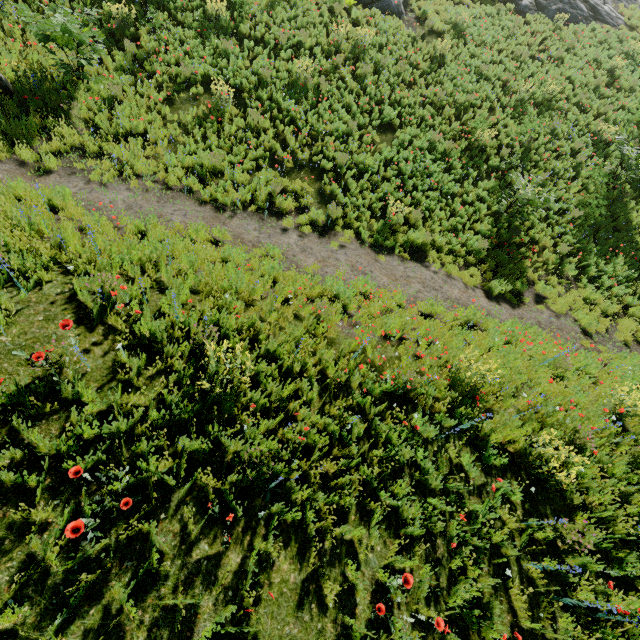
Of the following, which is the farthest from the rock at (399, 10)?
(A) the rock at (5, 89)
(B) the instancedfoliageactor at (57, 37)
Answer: (A) the rock at (5, 89)

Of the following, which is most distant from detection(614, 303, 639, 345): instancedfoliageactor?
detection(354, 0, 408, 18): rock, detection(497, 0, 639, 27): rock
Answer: detection(497, 0, 639, 27): rock

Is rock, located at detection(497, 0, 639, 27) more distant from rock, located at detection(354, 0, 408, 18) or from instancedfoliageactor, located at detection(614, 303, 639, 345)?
instancedfoliageactor, located at detection(614, 303, 639, 345)

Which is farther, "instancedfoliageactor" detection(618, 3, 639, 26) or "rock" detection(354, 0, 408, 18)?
"instancedfoliageactor" detection(618, 3, 639, 26)

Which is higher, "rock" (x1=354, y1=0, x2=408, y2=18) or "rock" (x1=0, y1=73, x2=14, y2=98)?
"rock" (x1=354, y1=0, x2=408, y2=18)

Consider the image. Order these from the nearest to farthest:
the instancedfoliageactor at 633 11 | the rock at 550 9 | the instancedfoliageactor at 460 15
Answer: the instancedfoliageactor at 460 15 → the rock at 550 9 → the instancedfoliageactor at 633 11

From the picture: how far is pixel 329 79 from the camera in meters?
12.2 m

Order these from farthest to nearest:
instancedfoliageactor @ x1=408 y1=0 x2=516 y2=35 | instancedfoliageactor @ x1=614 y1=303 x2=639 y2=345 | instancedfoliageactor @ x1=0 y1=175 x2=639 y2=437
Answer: instancedfoliageactor @ x1=408 y1=0 x2=516 y2=35 < instancedfoliageactor @ x1=614 y1=303 x2=639 y2=345 < instancedfoliageactor @ x1=0 y1=175 x2=639 y2=437
